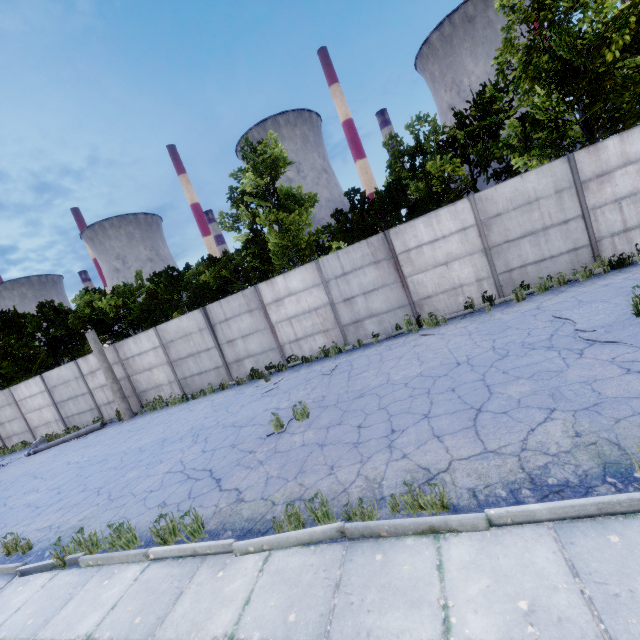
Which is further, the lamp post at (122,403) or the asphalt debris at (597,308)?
the lamp post at (122,403)

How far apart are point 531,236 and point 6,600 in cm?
1477

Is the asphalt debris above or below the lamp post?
below

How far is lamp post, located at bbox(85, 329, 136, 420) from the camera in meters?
15.3 m

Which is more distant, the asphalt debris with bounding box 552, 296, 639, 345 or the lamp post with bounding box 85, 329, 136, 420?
the lamp post with bounding box 85, 329, 136, 420

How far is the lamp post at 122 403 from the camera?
15.3 meters
